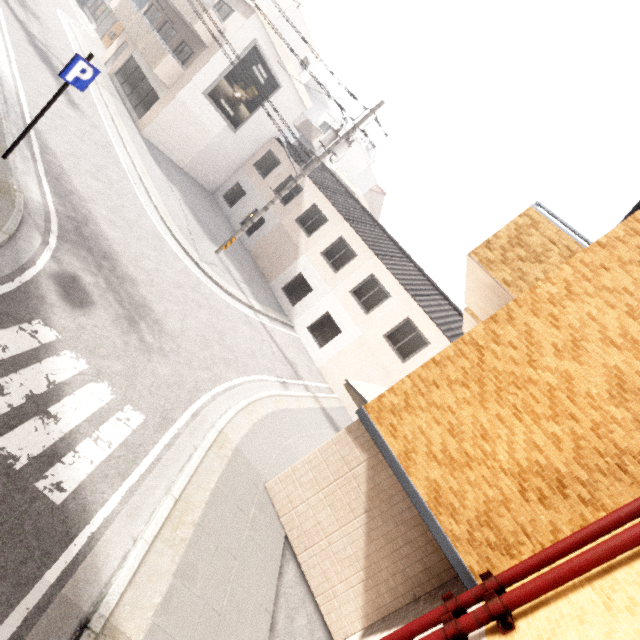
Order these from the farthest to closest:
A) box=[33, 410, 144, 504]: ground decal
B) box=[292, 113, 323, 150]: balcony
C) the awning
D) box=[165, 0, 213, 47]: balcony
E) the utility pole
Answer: box=[292, 113, 323, 150]: balcony, box=[165, 0, 213, 47]: balcony, the utility pole, the awning, box=[33, 410, 144, 504]: ground decal

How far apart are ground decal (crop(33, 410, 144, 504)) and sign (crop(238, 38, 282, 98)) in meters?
17.7 m

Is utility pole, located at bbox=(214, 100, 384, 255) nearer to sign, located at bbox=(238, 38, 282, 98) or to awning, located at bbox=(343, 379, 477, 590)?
sign, located at bbox=(238, 38, 282, 98)

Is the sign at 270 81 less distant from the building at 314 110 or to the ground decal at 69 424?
the ground decal at 69 424

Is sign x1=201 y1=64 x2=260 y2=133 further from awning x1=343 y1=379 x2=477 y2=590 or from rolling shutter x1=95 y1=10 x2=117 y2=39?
awning x1=343 y1=379 x2=477 y2=590

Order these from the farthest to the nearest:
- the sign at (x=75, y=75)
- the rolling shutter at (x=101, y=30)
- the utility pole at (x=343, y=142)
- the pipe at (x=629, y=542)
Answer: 1. the rolling shutter at (x=101, y=30)
2. the utility pole at (x=343, y=142)
3. the sign at (x=75, y=75)
4. the pipe at (x=629, y=542)

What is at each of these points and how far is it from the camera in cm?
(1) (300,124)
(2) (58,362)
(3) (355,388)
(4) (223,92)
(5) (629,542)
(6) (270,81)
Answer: (1) balcony, 3097
(2) ground decal, 510
(3) awning, 661
(4) sign, 1817
(5) pipe, 338
(6) sign, 1900

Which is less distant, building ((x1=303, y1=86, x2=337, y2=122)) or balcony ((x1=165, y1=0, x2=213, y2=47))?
balcony ((x1=165, y1=0, x2=213, y2=47))
